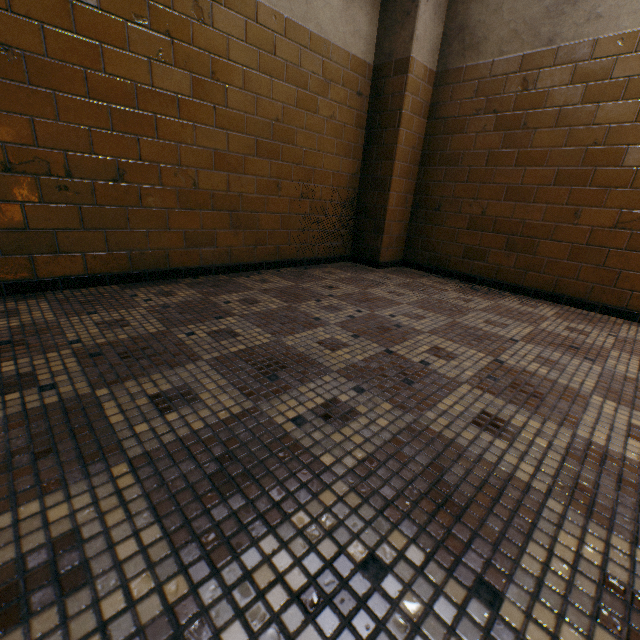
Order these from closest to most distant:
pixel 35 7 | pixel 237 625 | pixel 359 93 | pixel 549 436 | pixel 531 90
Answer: pixel 237 625, pixel 549 436, pixel 35 7, pixel 531 90, pixel 359 93
